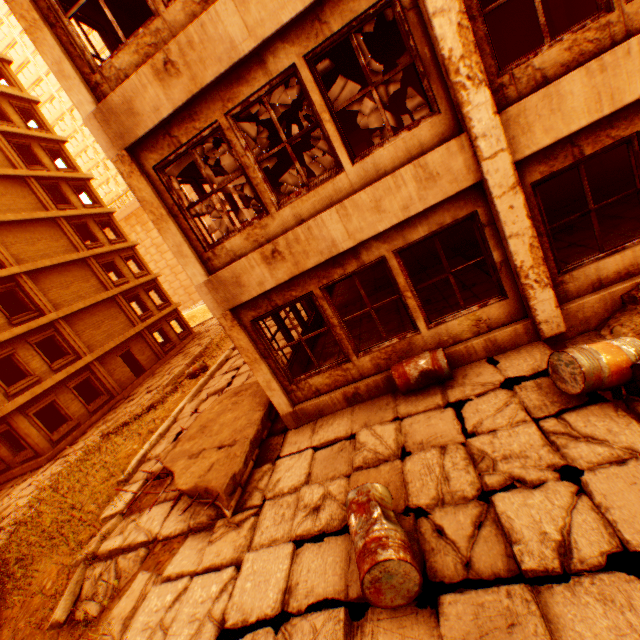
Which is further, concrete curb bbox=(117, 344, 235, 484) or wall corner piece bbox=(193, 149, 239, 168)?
concrete curb bbox=(117, 344, 235, 484)

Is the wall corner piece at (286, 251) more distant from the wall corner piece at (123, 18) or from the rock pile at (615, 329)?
the wall corner piece at (123, 18)

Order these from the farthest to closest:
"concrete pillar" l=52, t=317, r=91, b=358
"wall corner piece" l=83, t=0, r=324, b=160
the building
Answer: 1. the building
2. "concrete pillar" l=52, t=317, r=91, b=358
3. "wall corner piece" l=83, t=0, r=324, b=160

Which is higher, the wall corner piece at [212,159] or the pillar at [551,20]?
the wall corner piece at [212,159]

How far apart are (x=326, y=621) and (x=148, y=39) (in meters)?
7.53

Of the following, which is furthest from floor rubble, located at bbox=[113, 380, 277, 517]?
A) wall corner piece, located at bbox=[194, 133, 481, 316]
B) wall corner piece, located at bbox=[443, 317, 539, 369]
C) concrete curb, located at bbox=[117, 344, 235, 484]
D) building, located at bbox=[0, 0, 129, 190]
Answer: building, located at bbox=[0, 0, 129, 190]

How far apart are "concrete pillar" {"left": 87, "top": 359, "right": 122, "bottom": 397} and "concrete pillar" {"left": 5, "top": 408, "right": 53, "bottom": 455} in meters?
4.3

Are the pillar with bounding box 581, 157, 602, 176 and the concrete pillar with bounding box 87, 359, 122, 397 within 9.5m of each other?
no
